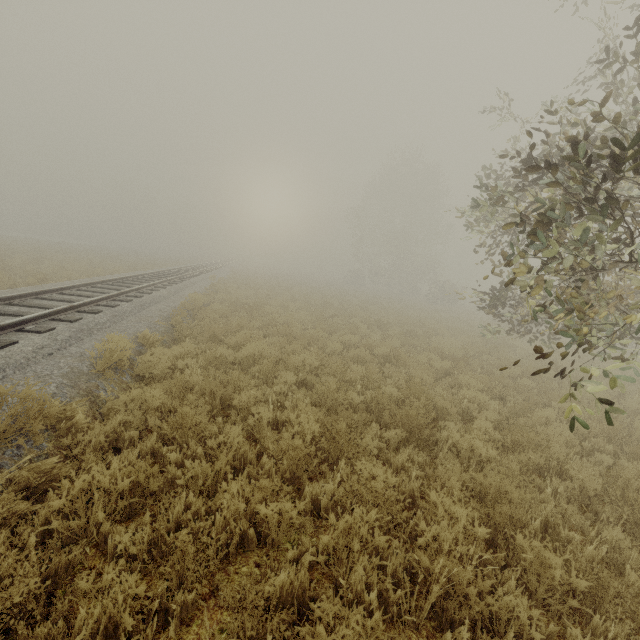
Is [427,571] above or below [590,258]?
below
